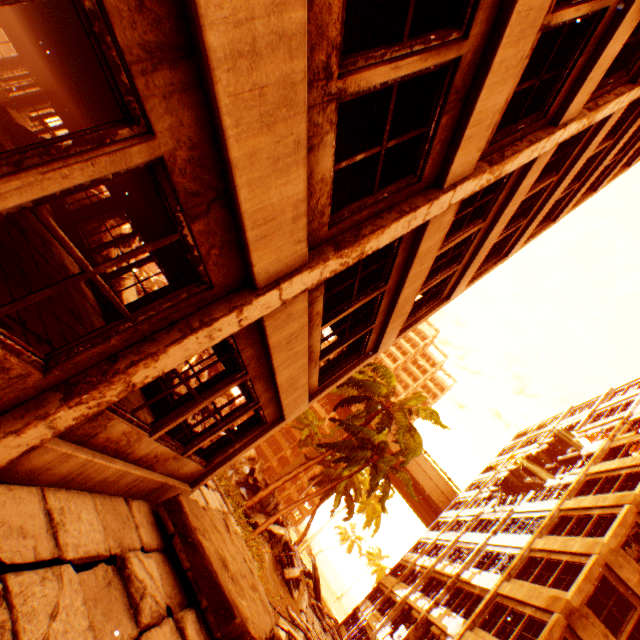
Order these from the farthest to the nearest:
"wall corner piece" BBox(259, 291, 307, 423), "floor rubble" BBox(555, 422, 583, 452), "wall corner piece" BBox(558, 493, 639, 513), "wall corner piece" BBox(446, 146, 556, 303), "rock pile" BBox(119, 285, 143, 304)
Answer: "floor rubble" BBox(555, 422, 583, 452) → "wall corner piece" BBox(558, 493, 639, 513) → "rock pile" BBox(119, 285, 143, 304) → "wall corner piece" BBox(446, 146, 556, 303) → "wall corner piece" BBox(259, 291, 307, 423)

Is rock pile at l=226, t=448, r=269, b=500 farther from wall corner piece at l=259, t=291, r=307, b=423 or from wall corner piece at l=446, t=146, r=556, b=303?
wall corner piece at l=446, t=146, r=556, b=303

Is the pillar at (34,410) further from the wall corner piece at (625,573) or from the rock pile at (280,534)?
the rock pile at (280,534)

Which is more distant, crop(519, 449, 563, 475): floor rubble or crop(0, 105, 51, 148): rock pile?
crop(519, 449, 563, 475): floor rubble

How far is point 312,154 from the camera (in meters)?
2.79

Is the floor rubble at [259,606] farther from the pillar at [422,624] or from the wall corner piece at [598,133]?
the wall corner piece at [598,133]

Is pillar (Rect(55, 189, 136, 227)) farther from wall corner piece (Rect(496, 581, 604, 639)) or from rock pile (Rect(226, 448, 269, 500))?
wall corner piece (Rect(496, 581, 604, 639))

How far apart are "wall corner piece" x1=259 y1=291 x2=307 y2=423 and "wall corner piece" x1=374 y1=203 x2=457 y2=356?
2.21m
